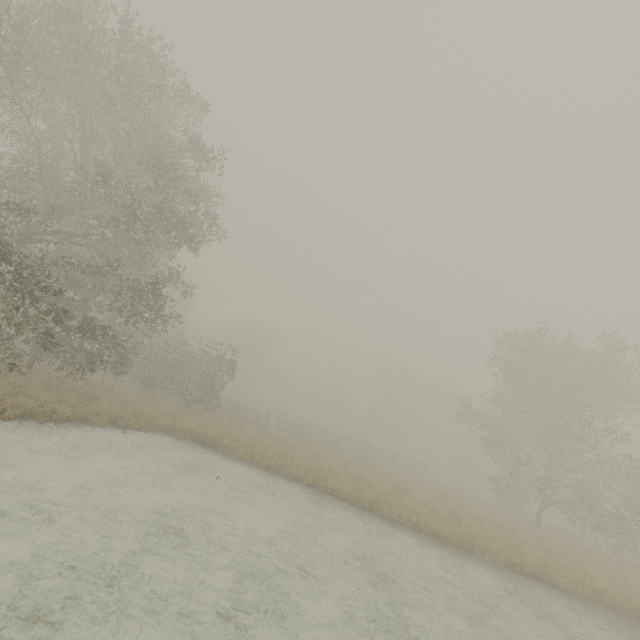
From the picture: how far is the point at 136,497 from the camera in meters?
8.1
